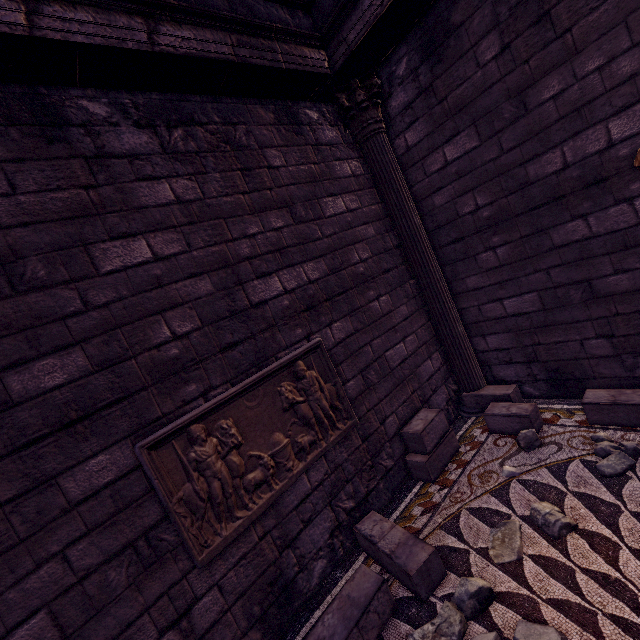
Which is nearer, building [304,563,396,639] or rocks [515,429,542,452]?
building [304,563,396,639]

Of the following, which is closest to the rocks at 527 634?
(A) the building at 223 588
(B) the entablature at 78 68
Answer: (A) the building at 223 588

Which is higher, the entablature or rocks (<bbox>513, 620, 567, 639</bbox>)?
the entablature

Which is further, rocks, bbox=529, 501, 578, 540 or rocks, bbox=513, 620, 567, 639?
rocks, bbox=529, 501, 578, 540

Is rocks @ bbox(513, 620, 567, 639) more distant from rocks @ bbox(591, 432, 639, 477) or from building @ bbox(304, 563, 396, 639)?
rocks @ bbox(591, 432, 639, 477)

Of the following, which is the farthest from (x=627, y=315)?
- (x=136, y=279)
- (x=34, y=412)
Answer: (x=34, y=412)

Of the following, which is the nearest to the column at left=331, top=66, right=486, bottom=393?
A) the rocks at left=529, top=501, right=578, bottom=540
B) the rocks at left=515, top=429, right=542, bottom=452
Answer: the rocks at left=515, top=429, right=542, bottom=452

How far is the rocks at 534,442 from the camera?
3.5m
